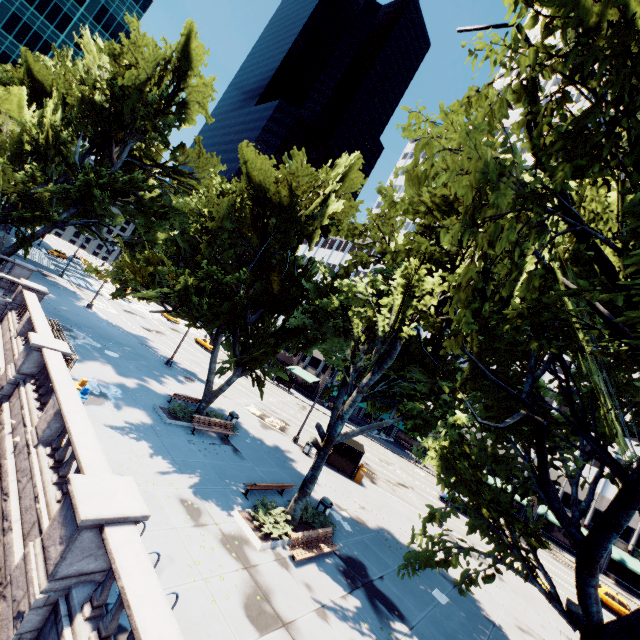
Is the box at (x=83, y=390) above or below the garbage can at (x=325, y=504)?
above

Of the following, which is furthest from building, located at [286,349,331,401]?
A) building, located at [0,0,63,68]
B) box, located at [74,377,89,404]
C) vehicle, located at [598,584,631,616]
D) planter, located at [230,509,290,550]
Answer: building, located at [0,0,63,68]

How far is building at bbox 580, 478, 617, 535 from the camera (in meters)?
42.75

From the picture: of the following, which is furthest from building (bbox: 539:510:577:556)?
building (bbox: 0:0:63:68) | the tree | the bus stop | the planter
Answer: building (bbox: 0:0:63:68)

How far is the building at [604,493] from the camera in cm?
4275

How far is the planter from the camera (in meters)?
11.75

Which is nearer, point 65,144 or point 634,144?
point 634,144

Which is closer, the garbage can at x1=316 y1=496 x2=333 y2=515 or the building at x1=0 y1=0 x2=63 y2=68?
the garbage can at x1=316 y1=496 x2=333 y2=515
